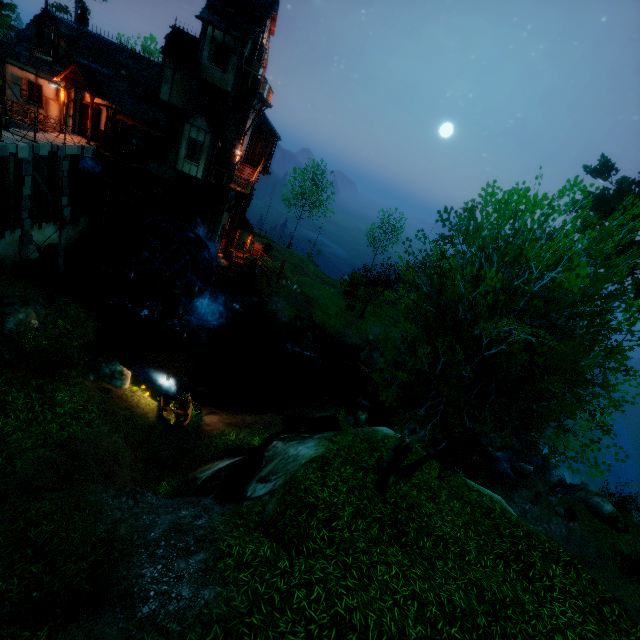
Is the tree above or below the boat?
above

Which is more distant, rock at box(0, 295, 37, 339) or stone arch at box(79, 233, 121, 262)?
stone arch at box(79, 233, 121, 262)

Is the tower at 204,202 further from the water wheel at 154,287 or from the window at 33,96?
the window at 33,96

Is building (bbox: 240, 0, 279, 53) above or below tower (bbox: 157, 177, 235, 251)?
above

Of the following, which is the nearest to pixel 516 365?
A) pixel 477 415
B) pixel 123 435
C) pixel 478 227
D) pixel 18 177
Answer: pixel 477 415

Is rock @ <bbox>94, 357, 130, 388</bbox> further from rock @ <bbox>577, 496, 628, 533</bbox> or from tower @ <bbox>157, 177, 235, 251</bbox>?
rock @ <bbox>577, 496, 628, 533</bbox>

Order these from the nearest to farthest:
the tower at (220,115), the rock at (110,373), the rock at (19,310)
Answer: the rock at (19,310) < the rock at (110,373) < the tower at (220,115)

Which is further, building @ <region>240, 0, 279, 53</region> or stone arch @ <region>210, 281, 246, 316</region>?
stone arch @ <region>210, 281, 246, 316</region>
